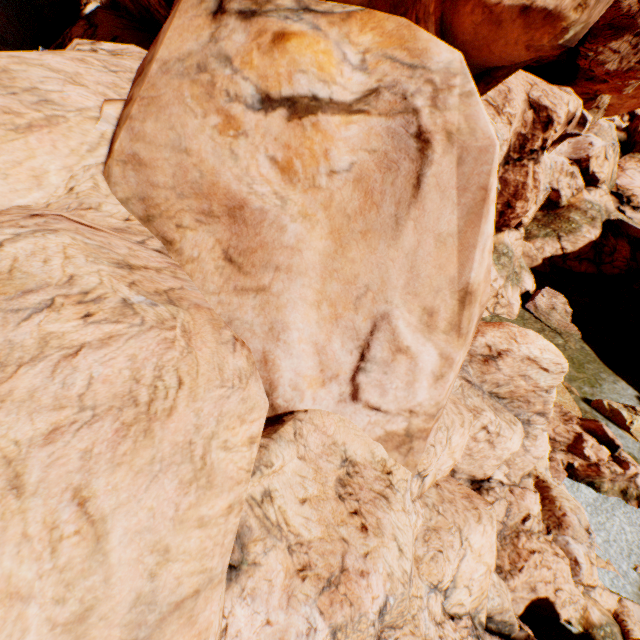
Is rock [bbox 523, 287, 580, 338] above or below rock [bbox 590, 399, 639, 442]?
above

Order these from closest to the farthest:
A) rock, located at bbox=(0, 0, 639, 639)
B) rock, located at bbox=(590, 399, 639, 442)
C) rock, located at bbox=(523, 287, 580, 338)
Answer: rock, located at bbox=(0, 0, 639, 639) → rock, located at bbox=(590, 399, 639, 442) → rock, located at bbox=(523, 287, 580, 338)

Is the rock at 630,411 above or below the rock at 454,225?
below

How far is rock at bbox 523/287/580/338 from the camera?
19.8 meters

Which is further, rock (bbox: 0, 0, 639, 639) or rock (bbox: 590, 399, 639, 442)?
rock (bbox: 590, 399, 639, 442)

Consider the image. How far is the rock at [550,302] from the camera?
19.8m

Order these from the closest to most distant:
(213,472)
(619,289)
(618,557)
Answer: (213,472)
(618,557)
(619,289)
